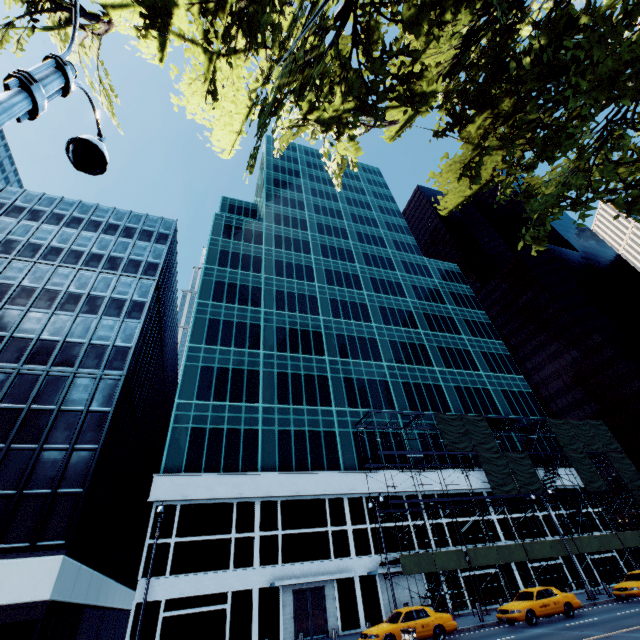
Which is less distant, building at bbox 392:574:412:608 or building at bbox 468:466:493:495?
building at bbox 392:574:412:608

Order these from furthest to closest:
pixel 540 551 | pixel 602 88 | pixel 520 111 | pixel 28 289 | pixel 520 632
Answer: pixel 28 289 → pixel 540 551 → pixel 520 632 → pixel 520 111 → pixel 602 88

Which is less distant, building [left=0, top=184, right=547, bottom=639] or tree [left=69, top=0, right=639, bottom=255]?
tree [left=69, top=0, right=639, bottom=255]

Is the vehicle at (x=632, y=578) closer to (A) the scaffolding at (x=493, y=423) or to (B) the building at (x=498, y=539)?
(A) the scaffolding at (x=493, y=423)

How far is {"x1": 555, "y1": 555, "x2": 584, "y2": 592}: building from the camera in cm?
3052

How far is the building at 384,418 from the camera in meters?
35.4

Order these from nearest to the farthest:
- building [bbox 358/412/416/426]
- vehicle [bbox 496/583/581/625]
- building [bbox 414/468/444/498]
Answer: vehicle [bbox 496/583/581/625], building [bbox 414/468/444/498], building [bbox 358/412/416/426]

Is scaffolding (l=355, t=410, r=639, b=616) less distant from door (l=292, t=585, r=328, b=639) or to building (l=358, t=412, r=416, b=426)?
building (l=358, t=412, r=416, b=426)
